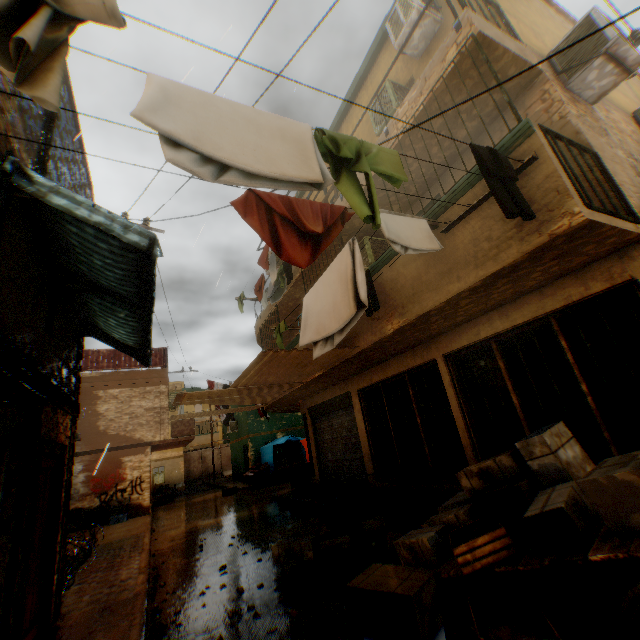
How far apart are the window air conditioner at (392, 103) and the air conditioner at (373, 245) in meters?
2.1

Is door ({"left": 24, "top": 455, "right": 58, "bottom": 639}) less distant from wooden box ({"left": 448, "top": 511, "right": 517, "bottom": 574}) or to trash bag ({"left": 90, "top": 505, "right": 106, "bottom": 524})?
wooden box ({"left": 448, "top": 511, "right": 517, "bottom": 574})

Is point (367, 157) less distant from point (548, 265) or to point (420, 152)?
point (548, 265)

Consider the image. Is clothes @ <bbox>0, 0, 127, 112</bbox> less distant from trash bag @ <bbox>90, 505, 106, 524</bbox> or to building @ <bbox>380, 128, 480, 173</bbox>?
building @ <bbox>380, 128, 480, 173</bbox>

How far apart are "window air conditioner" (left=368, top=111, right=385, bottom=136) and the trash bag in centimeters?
1871cm

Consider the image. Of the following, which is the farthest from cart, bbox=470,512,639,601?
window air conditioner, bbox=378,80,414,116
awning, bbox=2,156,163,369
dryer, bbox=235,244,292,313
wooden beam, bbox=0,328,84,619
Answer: window air conditioner, bbox=378,80,414,116

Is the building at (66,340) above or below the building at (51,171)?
below

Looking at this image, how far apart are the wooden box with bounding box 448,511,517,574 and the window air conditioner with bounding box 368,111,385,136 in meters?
7.2 m
